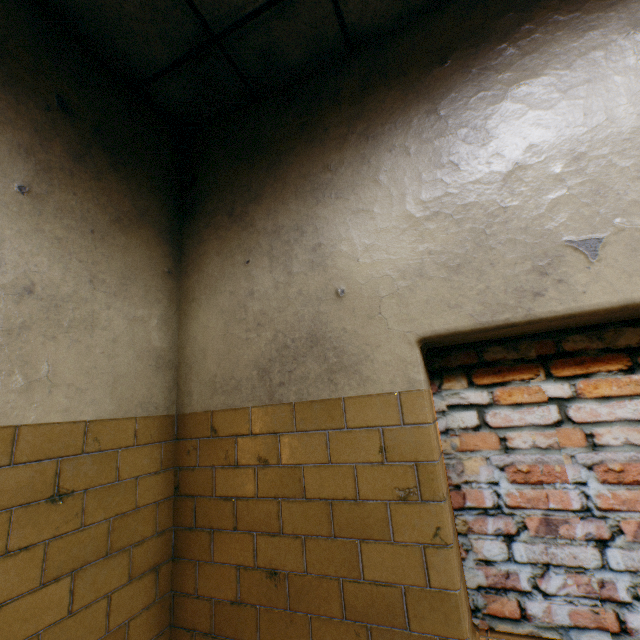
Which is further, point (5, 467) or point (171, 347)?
point (171, 347)
